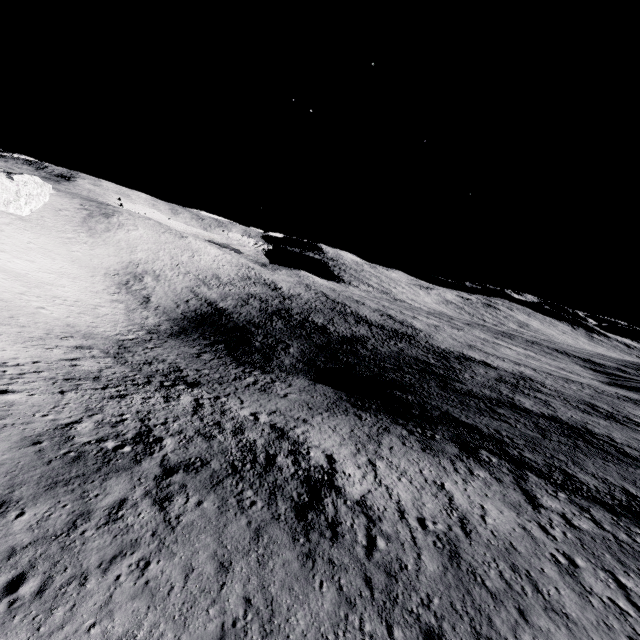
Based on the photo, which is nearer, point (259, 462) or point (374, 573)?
point (374, 573)
